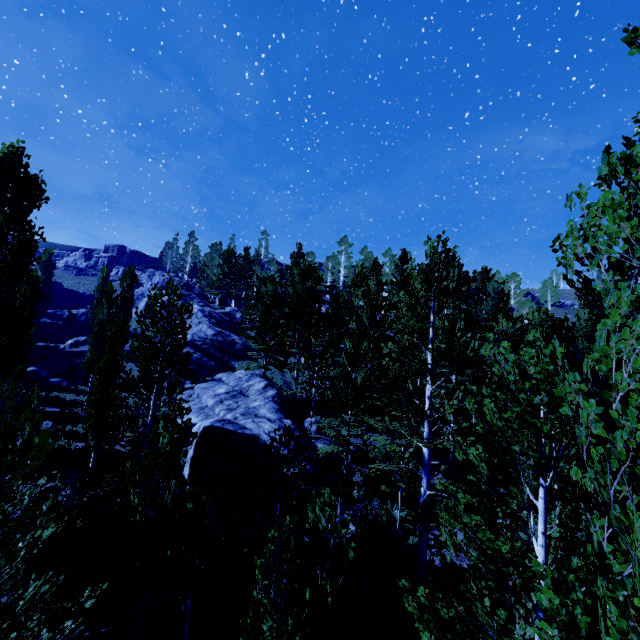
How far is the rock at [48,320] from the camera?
38.4m

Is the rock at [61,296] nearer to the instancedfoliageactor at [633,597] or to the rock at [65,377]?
the instancedfoliageactor at [633,597]

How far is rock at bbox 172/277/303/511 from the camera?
13.4 meters

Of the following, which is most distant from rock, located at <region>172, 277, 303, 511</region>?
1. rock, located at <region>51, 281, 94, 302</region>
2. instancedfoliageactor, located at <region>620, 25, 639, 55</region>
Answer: rock, located at <region>51, 281, 94, 302</region>

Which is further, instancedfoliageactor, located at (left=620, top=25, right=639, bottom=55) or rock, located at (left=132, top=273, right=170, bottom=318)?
rock, located at (left=132, top=273, right=170, bottom=318)

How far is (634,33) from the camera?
2.5 meters

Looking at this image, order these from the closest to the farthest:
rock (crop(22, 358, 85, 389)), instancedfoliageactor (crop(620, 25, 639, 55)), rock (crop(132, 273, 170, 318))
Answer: instancedfoliageactor (crop(620, 25, 639, 55)), rock (crop(22, 358, 85, 389)), rock (crop(132, 273, 170, 318))
